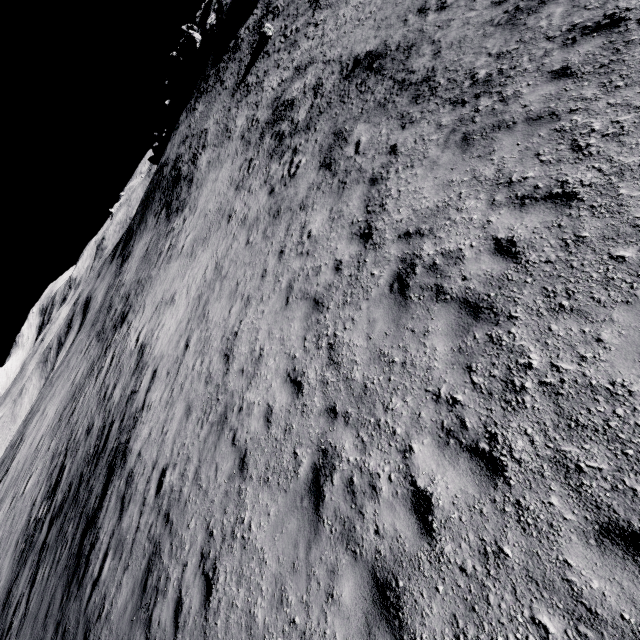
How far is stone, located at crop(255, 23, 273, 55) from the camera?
34.19m

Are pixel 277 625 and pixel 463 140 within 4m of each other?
no

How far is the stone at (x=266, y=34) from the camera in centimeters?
3419cm
